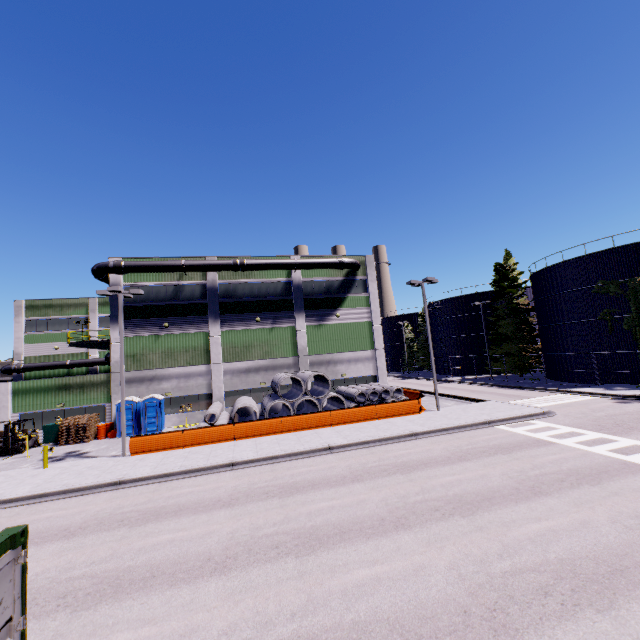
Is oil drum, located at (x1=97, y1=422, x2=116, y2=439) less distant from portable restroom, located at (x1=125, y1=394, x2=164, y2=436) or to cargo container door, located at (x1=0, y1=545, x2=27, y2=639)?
portable restroom, located at (x1=125, y1=394, x2=164, y2=436)

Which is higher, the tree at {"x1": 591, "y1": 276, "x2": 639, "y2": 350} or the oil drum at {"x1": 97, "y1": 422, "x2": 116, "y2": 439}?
the tree at {"x1": 591, "y1": 276, "x2": 639, "y2": 350}

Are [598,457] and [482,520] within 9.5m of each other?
yes

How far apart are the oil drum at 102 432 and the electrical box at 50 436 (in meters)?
2.21

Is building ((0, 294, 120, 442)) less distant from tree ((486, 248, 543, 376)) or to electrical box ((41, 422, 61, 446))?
tree ((486, 248, 543, 376))

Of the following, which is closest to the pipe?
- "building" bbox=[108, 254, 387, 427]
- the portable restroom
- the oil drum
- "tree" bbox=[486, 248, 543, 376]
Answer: "building" bbox=[108, 254, 387, 427]

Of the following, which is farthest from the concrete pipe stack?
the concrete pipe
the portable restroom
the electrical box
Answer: the electrical box

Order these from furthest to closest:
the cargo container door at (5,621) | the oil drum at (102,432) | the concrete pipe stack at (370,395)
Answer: the oil drum at (102,432) < the concrete pipe stack at (370,395) < the cargo container door at (5,621)
